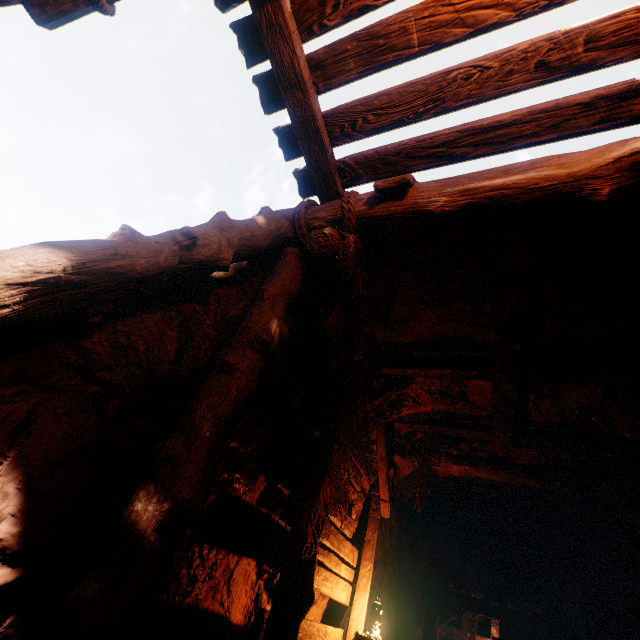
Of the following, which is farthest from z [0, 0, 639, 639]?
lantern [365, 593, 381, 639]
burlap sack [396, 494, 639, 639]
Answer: lantern [365, 593, 381, 639]

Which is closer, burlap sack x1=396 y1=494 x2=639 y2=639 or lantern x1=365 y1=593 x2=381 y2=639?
lantern x1=365 y1=593 x2=381 y2=639

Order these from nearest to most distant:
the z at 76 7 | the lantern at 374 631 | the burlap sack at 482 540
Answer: the z at 76 7 → the lantern at 374 631 → the burlap sack at 482 540

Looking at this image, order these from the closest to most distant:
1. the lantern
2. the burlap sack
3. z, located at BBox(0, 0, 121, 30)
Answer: z, located at BBox(0, 0, 121, 30) < the lantern < the burlap sack

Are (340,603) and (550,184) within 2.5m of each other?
no

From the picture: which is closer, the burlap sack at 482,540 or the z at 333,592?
the z at 333,592

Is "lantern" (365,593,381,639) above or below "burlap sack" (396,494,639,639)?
below

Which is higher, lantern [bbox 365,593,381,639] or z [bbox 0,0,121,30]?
z [bbox 0,0,121,30]
